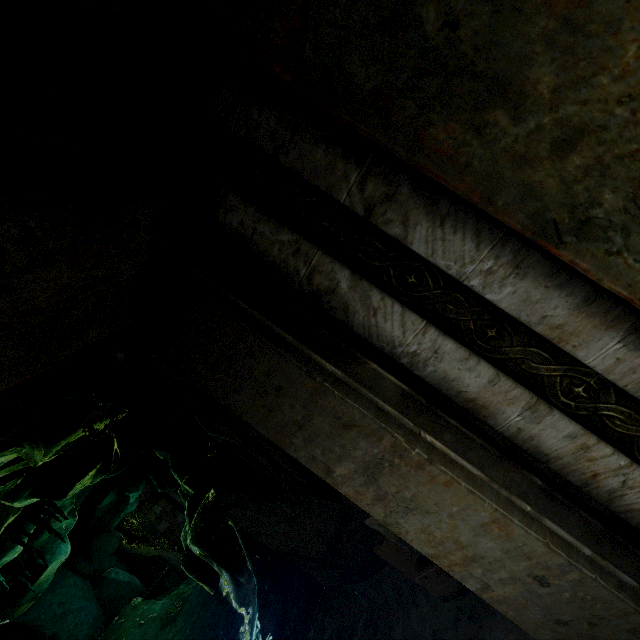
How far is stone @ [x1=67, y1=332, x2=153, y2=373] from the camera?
1.82m

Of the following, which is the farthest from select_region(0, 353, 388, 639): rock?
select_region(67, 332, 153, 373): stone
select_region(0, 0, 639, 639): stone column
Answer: select_region(67, 332, 153, 373): stone

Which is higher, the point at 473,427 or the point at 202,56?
the point at 202,56

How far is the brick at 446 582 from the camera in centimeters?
290cm

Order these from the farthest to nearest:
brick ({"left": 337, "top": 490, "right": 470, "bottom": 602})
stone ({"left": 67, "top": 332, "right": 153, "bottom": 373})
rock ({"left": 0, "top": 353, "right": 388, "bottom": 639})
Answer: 1. rock ({"left": 0, "top": 353, "right": 388, "bottom": 639})
2. brick ({"left": 337, "top": 490, "right": 470, "bottom": 602})
3. stone ({"left": 67, "top": 332, "right": 153, "bottom": 373})

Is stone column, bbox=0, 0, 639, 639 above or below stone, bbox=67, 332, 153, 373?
below

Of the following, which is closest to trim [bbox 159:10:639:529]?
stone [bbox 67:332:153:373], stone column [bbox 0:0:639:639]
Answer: stone column [bbox 0:0:639:639]

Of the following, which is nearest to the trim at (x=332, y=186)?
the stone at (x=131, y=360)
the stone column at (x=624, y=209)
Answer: the stone column at (x=624, y=209)
